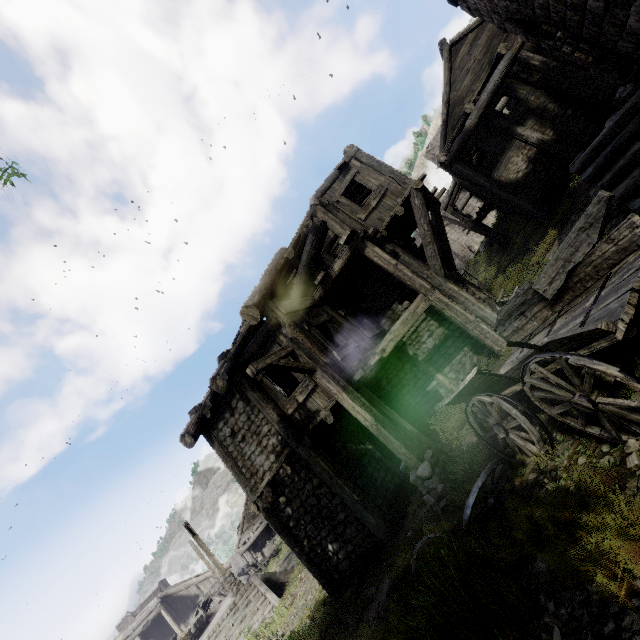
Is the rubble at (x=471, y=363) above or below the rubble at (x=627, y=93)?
below

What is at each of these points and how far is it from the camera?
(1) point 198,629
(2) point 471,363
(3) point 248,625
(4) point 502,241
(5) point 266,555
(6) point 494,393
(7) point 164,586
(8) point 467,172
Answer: (1) fountain, 18.5 meters
(2) rubble, 10.6 meters
(3) stairs, 13.7 meters
(4) wooden lamp post, 21.4 meters
(5) cart, 29.5 meters
(6) cart, 4.6 meters
(7) building, 45.6 meters
(8) building, 15.1 meters

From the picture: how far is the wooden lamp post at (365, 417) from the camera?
5.7 meters

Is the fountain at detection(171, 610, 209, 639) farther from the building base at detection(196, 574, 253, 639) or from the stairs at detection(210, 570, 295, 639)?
the stairs at detection(210, 570, 295, 639)

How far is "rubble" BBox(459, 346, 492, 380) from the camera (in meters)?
9.62

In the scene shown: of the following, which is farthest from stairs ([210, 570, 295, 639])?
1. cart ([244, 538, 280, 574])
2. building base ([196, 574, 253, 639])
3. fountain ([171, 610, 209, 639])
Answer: cart ([244, 538, 280, 574])

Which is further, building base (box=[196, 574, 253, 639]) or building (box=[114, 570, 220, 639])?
building (box=[114, 570, 220, 639])

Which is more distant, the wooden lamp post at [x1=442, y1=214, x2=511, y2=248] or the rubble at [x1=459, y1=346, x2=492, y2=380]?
the wooden lamp post at [x1=442, y1=214, x2=511, y2=248]
